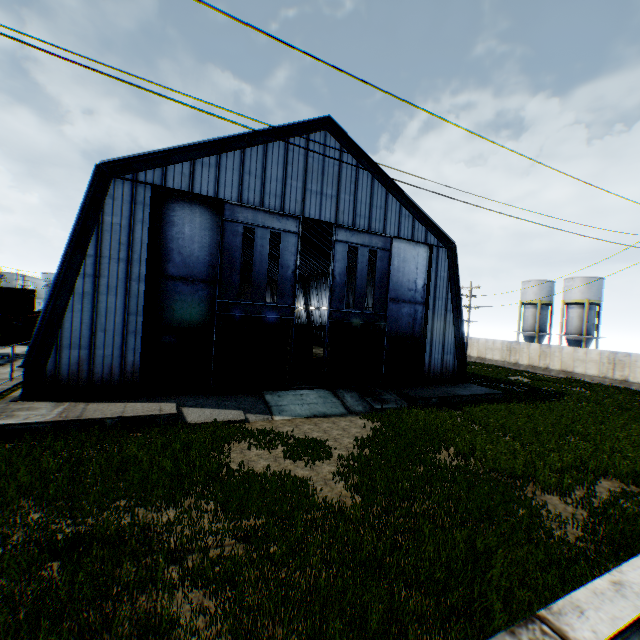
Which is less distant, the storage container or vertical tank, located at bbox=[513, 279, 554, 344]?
the storage container

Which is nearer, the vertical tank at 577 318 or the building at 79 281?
the building at 79 281

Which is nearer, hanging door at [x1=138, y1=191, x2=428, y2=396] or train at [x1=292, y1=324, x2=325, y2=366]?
hanging door at [x1=138, y1=191, x2=428, y2=396]

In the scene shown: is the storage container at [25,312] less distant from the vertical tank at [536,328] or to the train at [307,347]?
the train at [307,347]

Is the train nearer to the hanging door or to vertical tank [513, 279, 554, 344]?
the hanging door

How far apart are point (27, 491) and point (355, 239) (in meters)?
18.93

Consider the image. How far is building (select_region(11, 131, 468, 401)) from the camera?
14.8 meters
